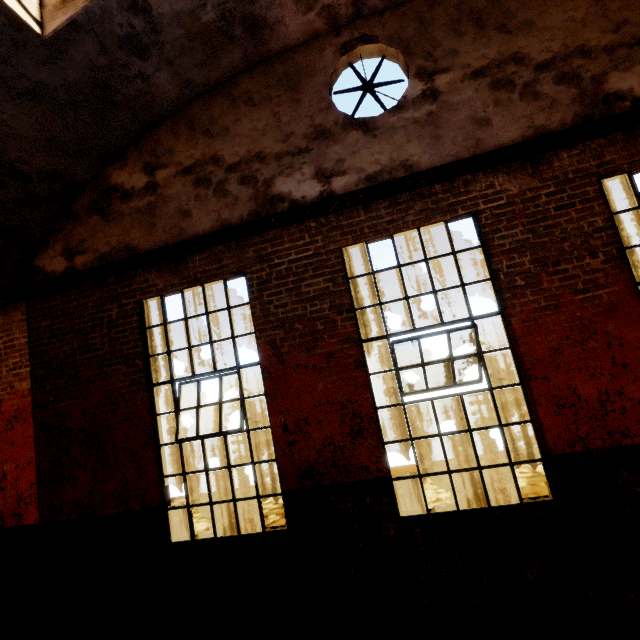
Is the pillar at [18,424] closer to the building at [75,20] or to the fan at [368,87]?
the building at [75,20]

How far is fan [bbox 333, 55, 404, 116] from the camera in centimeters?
455cm

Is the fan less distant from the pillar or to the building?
the building

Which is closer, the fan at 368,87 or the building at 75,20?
the building at 75,20

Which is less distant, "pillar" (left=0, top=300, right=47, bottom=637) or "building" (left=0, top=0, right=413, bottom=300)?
"building" (left=0, top=0, right=413, bottom=300)

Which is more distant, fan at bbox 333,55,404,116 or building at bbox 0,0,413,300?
fan at bbox 333,55,404,116

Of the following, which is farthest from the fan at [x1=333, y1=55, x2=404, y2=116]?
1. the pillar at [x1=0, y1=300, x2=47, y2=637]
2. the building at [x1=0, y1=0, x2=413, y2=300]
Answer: the pillar at [x1=0, y1=300, x2=47, y2=637]

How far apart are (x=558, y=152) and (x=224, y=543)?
6.5m
